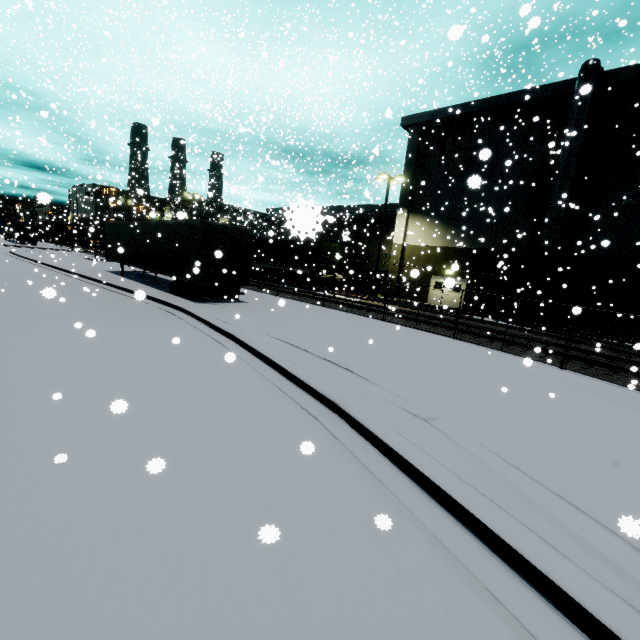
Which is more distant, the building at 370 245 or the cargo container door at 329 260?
the building at 370 245

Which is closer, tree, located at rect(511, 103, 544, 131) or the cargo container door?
tree, located at rect(511, 103, 544, 131)

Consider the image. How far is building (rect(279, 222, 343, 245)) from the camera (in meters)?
1.24

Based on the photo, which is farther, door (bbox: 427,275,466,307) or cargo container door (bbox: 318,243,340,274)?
cargo container door (bbox: 318,243,340,274)

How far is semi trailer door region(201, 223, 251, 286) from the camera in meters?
14.2 m

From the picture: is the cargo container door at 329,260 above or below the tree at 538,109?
below

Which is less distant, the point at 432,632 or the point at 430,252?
the point at 432,632

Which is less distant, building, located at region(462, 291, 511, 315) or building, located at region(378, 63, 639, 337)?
building, located at region(378, 63, 639, 337)
